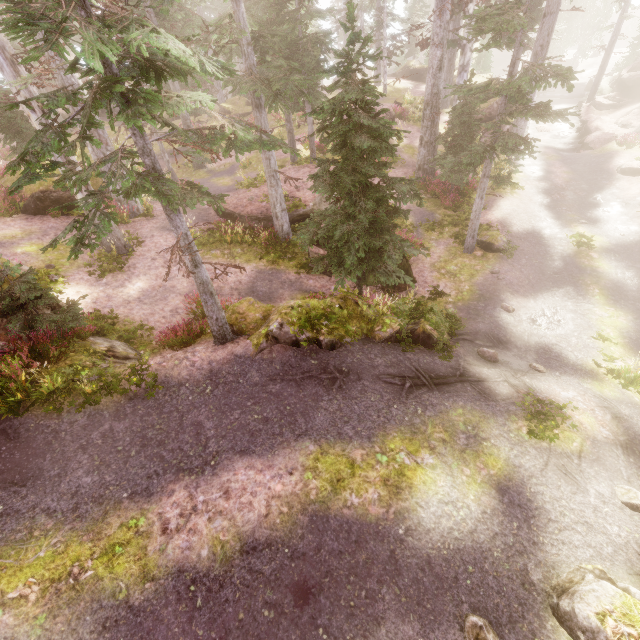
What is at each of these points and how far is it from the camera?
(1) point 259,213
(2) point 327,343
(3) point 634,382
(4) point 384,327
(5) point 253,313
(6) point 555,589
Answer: (1) rock, 15.9m
(2) rock, 8.8m
(3) instancedfoliageactor, 9.2m
(4) rock, 9.5m
(5) rock, 10.0m
(6) rock, 4.9m

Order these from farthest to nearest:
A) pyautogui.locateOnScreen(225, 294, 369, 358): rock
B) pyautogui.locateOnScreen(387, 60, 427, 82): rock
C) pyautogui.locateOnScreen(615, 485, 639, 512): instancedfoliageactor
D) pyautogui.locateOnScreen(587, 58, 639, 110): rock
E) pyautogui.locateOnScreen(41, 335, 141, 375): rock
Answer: pyautogui.locateOnScreen(387, 60, 427, 82): rock, pyautogui.locateOnScreen(587, 58, 639, 110): rock, pyautogui.locateOnScreen(225, 294, 369, 358): rock, pyautogui.locateOnScreen(41, 335, 141, 375): rock, pyautogui.locateOnScreen(615, 485, 639, 512): instancedfoliageactor

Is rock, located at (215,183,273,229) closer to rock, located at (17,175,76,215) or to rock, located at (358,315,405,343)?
rock, located at (17,175,76,215)

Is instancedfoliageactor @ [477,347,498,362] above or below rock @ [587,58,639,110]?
below

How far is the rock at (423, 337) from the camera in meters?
9.6

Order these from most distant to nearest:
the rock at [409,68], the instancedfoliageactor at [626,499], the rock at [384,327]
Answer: the rock at [409,68], the rock at [384,327], the instancedfoliageactor at [626,499]

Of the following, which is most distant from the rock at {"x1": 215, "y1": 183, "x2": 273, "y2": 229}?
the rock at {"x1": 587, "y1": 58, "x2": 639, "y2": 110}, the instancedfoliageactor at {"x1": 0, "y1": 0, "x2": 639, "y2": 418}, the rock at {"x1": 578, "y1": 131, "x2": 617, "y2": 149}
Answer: the rock at {"x1": 587, "y1": 58, "x2": 639, "y2": 110}

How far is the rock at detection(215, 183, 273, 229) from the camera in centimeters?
1577cm
